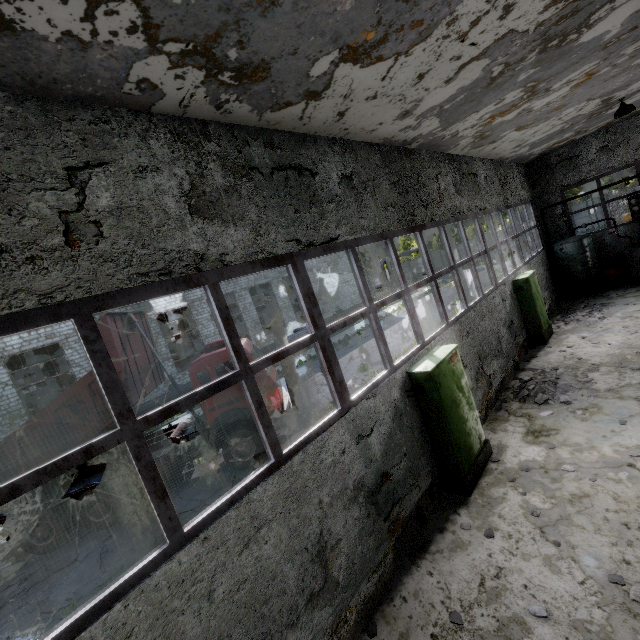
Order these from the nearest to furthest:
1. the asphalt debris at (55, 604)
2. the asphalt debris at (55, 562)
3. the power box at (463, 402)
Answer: the power box at (463, 402), the asphalt debris at (55, 604), the asphalt debris at (55, 562)

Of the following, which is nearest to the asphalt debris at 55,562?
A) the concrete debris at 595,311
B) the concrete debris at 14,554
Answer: the concrete debris at 14,554

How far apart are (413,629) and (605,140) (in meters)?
19.07

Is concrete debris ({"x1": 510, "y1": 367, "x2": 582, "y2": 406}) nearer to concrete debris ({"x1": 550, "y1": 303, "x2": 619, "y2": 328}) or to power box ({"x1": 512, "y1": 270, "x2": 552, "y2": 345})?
power box ({"x1": 512, "y1": 270, "x2": 552, "y2": 345})

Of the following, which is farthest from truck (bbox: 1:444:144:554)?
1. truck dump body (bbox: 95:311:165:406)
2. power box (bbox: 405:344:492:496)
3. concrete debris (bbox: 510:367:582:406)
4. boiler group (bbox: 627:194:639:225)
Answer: boiler group (bbox: 627:194:639:225)

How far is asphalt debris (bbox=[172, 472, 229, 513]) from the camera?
9.31m

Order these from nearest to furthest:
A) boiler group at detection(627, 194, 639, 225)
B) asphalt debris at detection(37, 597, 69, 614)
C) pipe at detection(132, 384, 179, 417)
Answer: asphalt debris at detection(37, 597, 69, 614)
boiler group at detection(627, 194, 639, 225)
pipe at detection(132, 384, 179, 417)

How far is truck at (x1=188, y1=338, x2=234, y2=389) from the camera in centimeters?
948cm
